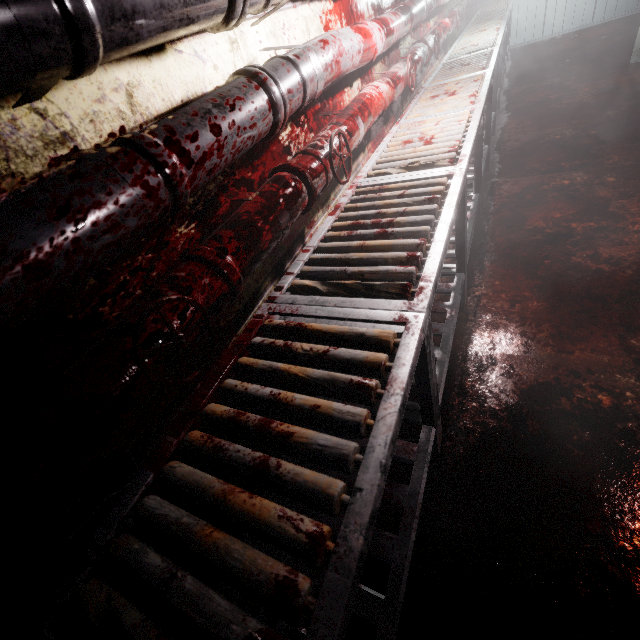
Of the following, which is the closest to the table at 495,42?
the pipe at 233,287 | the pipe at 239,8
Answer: the pipe at 233,287

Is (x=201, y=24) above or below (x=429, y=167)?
above

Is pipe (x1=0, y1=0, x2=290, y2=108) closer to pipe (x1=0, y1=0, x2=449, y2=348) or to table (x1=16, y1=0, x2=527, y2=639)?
pipe (x1=0, y1=0, x2=449, y2=348)

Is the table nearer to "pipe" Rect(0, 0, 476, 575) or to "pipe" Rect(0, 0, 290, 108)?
"pipe" Rect(0, 0, 476, 575)

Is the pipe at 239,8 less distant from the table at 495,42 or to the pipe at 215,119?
the pipe at 215,119

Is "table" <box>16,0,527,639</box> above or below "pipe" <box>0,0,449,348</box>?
below

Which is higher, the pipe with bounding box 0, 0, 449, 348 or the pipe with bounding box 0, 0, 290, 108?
the pipe with bounding box 0, 0, 290, 108

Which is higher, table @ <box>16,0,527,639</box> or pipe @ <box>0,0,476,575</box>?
pipe @ <box>0,0,476,575</box>
